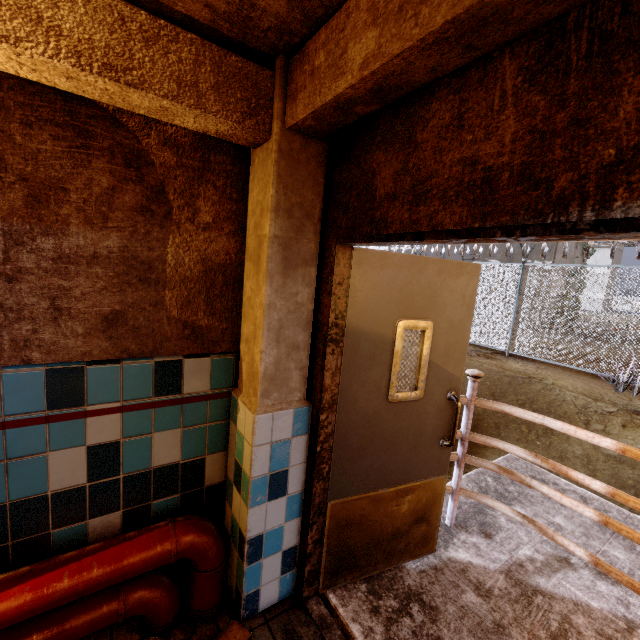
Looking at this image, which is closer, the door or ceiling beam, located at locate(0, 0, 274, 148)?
ceiling beam, located at locate(0, 0, 274, 148)

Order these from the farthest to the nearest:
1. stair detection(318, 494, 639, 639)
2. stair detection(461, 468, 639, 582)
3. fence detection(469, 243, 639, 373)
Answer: fence detection(469, 243, 639, 373)
stair detection(461, 468, 639, 582)
stair detection(318, 494, 639, 639)

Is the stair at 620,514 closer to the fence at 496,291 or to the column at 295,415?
the column at 295,415

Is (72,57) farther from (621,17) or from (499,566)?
(499,566)

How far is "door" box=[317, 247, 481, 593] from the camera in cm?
186

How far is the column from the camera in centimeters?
159cm

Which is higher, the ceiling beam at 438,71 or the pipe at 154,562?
the ceiling beam at 438,71

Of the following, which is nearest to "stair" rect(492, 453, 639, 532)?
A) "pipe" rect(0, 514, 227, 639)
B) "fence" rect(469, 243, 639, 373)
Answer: "pipe" rect(0, 514, 227, 639)
